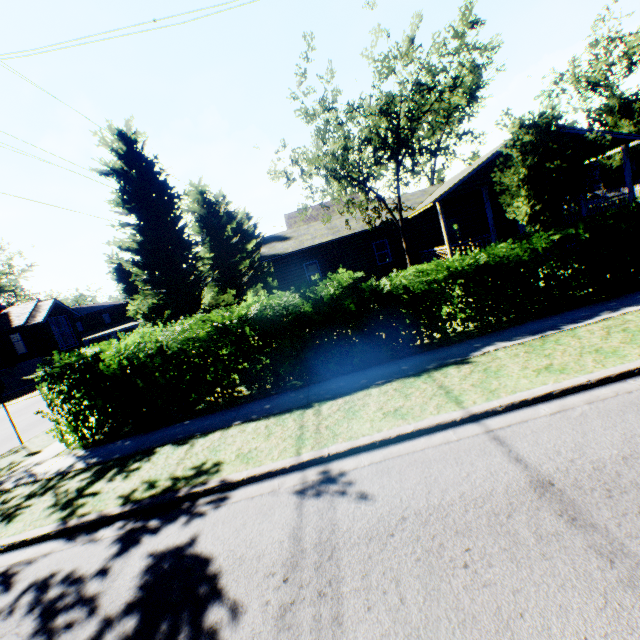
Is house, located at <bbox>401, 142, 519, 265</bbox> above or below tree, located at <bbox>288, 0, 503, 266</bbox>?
below

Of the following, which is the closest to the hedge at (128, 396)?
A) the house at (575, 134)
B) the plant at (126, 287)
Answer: the house at (575, 134)

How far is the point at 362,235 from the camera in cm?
2205

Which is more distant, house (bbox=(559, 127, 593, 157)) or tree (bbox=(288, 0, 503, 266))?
house (bbox=(559, 127, 593, 157))

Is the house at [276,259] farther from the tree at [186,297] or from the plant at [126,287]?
the plant at [126,287]

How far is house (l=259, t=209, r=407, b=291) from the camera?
21.7 meters

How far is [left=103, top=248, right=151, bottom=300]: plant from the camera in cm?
4822
